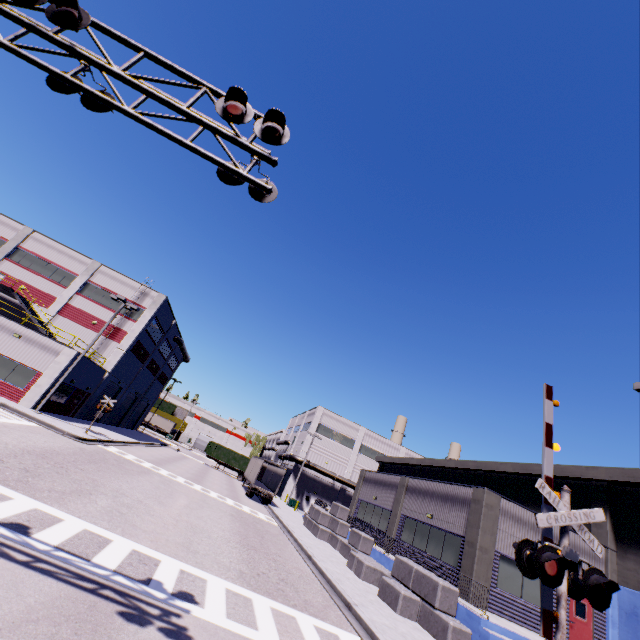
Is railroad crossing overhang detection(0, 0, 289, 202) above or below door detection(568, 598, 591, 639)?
above

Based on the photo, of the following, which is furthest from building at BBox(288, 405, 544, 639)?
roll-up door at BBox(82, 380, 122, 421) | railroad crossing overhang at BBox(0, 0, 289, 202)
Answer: railroad crossing overhang at BBox(0, 0, 289, 202)

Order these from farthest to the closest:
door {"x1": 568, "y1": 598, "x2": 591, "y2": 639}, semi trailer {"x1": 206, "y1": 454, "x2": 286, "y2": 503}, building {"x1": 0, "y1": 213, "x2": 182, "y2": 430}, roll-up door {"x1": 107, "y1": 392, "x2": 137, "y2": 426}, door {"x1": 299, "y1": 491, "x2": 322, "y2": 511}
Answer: door {"x1": 299, "y1": 491, "x2": 322, "y2": 511} < roll-up door {"x1": 107, "y1": 392, "x2": 137, "y2": 426} < semi trailer {"x1": 206, "y1": 454, "x2": 286, "y2": 503} < building {"x1": 0, "y1": 213, "x2": 182, "y2": 430} < door {"x1": 568, "y1": 598, "x2": 591, "y2": 639}

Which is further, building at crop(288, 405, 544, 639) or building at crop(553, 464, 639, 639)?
building at crop(553, 464, 639, 639)

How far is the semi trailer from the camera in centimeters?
3378cm

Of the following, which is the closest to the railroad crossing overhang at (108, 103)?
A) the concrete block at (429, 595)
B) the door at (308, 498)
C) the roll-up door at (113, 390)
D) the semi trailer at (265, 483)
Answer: the concrete block at (429, 595)

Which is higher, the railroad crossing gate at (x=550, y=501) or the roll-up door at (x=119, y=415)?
the railroad crossing gate at (x=550, y=501)

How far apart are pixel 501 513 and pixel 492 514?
0.8 meters
